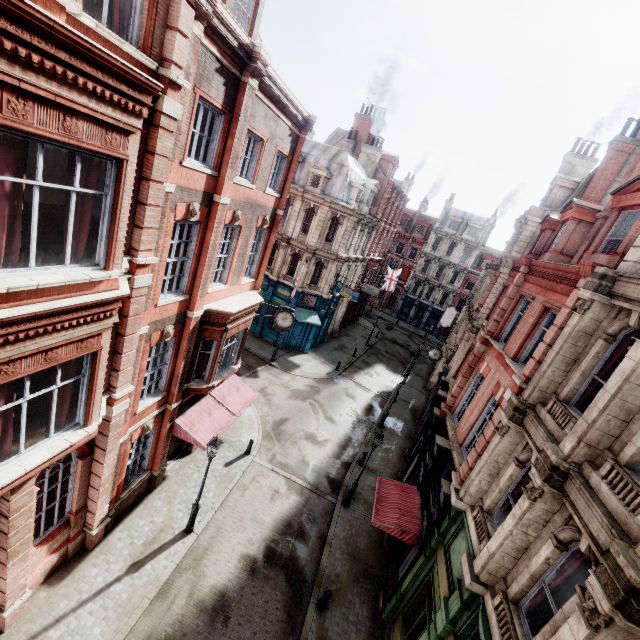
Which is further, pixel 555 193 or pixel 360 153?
pixel 360 153

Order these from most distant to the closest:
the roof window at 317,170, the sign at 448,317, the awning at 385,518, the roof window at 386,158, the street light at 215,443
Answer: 1. the sign at 448,317
2. the roof window at 386,158
3. the roof window at 317,170
4. the awning at 385,518
5. the street light at 215,443

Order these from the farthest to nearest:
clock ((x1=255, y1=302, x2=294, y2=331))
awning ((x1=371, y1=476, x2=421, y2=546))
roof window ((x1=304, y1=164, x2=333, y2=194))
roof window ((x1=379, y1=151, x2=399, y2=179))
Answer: roof window ((x1=379, y1=151, x2=399, y2=179))
roof window ((x1=304, y1=164, x2=333, y2=194))
clock ((x1=255, y1=302, x2=294, y2=331))
awning ((x1=371, y1=476, x2=421, y2=546))

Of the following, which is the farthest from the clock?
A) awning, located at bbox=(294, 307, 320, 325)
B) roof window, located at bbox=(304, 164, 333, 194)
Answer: roof window, located at bbox=(304, 164, 333, 194)

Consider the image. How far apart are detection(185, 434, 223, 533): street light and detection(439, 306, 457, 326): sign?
30.8m

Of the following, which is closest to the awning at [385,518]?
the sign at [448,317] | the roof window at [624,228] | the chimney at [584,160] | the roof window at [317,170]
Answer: the roof window at [624,228]

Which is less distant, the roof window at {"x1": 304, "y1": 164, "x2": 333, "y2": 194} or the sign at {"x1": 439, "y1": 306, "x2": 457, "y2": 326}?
the roof window at {"x1": 304, "y1": 164, "x2": 333, "y2": 194}

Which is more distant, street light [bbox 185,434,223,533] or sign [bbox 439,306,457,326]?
sign [bbox 439,306,457,326]
